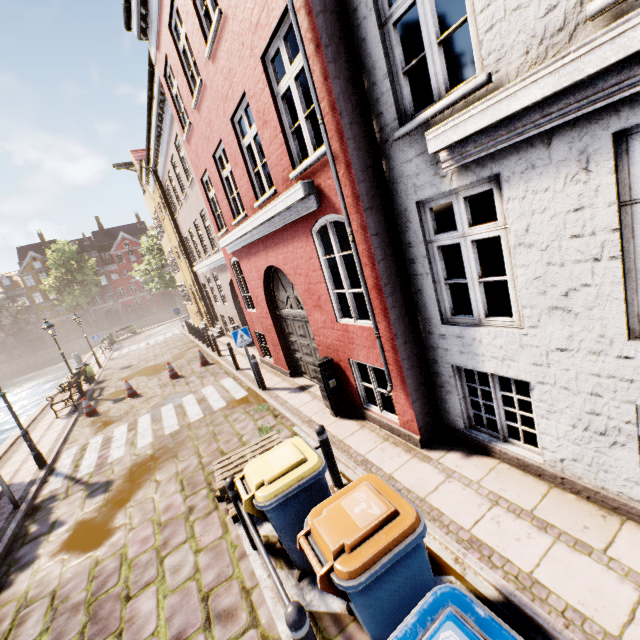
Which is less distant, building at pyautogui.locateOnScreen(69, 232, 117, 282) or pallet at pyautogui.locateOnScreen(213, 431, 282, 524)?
pallet at pyautogui.locateOnScreen(213, 431, 282, 524)

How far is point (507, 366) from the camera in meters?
3.9

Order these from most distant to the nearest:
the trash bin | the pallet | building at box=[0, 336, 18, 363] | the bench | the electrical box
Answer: building at box=[0, 336, 18, 363] < the bench < the electrical box < the pallet < the trash bin

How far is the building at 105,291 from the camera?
59.0m

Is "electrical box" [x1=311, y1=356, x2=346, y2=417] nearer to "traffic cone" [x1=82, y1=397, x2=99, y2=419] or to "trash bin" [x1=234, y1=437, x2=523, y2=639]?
"trash bin" [x1=234, y1=437, x2=523, y2=639]

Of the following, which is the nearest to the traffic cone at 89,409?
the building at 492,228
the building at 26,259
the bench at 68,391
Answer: the bench at 68,391

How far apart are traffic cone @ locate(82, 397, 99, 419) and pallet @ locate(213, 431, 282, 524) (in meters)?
9.18

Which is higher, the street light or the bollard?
the bollard
